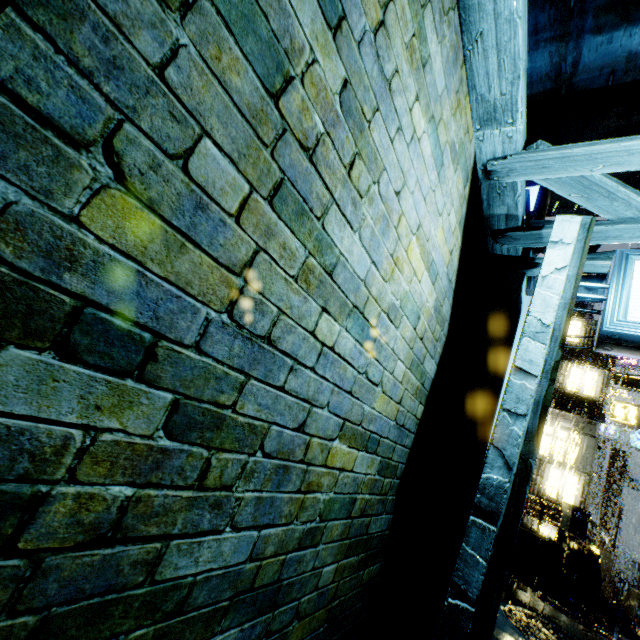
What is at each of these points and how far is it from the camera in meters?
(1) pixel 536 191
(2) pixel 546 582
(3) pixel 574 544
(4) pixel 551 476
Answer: (1) sign, 12.3
(2) stairs, 10.0
(3) structural stair, 10.9
(4) building, 17.8

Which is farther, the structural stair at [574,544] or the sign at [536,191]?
the sign at [536,191]

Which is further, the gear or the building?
the gear

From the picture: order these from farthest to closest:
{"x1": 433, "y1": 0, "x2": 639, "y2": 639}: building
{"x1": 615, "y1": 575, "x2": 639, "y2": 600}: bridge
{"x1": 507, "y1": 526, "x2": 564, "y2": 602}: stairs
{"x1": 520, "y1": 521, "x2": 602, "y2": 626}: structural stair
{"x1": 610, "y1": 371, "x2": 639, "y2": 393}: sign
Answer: {"x1": 615, "y1": 575, "x2": 639, "y2": 600}: bridge → {"x1": 610, "y1": 371, "x2": 639, "y2": 393}: sign → {"x1": 507, "y1": 526, "x2": 564, "y2": 602}: stairs → {"x1": 520, "y1": 521, "x2": 602, "y2": 626}: structural stair → {"x1": 433, "y1": 0, "x2": 639, "y2": 639}: building

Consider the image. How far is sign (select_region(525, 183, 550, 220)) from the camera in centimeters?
1189cm

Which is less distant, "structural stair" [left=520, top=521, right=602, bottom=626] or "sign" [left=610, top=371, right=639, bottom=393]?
"structural stair" [left=520, top=521, right=602, bottom=626]

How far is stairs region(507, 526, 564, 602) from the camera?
9.78m

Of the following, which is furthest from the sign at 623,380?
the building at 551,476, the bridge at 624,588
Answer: the bridge at 624,588
